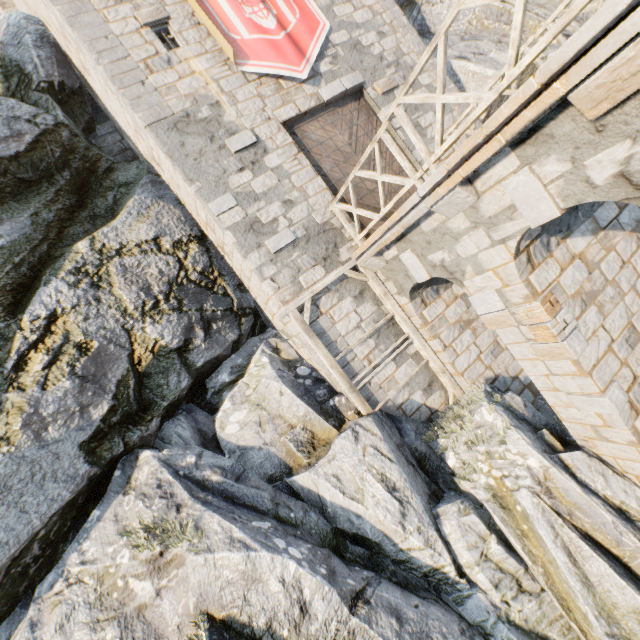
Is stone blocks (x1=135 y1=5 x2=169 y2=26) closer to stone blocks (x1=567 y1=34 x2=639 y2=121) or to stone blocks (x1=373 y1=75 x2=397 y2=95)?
stone blocks (x1=373 y1=75 x2=397 y2=95)

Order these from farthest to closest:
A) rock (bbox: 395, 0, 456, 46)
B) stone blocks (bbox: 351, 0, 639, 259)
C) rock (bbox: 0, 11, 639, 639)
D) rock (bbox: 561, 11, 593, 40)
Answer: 1. rock (bbox: 395, 0, 456, 46)
2. rock (bbox: 561, 11, 593, 40)
3. rock (bbox: 0, 11, 639, 639)
4. stone blocks (bbox: 351, 0, 639, 259)

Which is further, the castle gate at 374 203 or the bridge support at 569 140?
the castle gate at 374 203

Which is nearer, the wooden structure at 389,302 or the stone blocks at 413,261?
the stone blocks at 413,261

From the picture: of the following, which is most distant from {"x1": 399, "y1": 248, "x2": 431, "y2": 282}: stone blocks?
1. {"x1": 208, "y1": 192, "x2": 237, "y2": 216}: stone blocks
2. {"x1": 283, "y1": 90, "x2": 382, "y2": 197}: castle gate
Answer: {"x1": 208, "y1": 192, "x2": 237, "y2": 216}: stone blocks

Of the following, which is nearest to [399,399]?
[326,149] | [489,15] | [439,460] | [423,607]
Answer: [439,460]

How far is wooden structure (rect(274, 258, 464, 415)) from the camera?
7.5 meters

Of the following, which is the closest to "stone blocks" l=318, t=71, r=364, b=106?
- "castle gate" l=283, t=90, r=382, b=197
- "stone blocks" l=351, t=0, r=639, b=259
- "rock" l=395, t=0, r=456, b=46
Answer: "castle gate" l=283, t=90, r=382, b=197
